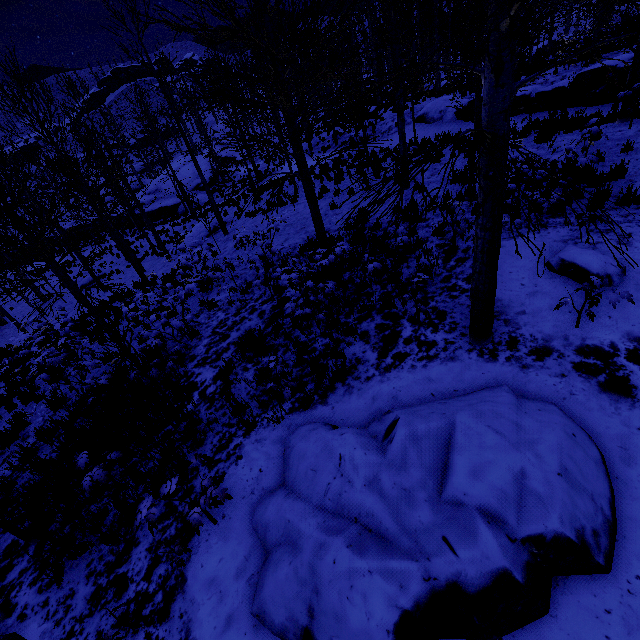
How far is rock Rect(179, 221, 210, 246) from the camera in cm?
1744

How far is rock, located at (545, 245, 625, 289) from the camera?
5.09m

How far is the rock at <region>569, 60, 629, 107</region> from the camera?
12.9 meters

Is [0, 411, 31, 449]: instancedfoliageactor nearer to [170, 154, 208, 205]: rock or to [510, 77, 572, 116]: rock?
[170, 154, 208, 205]: rock

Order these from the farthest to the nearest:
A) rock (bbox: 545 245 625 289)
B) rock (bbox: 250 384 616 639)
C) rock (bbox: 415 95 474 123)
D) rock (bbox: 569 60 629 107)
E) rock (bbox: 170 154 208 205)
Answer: rock (bbox: 170 154 208 205)
rock (bbox: 415 95 474 123)
rock (bbox: 569 60 629 107)
rock (bbox: 545 245 625 289)
rock (bbox: 250 384 616 639)

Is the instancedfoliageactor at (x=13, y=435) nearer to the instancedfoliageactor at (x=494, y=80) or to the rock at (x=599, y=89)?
the instancedfoliageactor at (x=494, y=80)

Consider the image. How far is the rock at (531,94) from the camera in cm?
1421

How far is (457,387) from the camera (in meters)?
4.53
